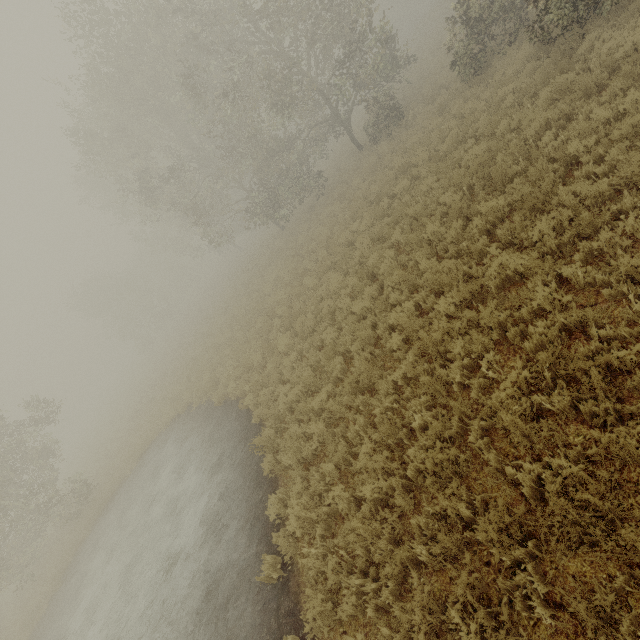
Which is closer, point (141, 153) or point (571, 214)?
point (571, 214)
